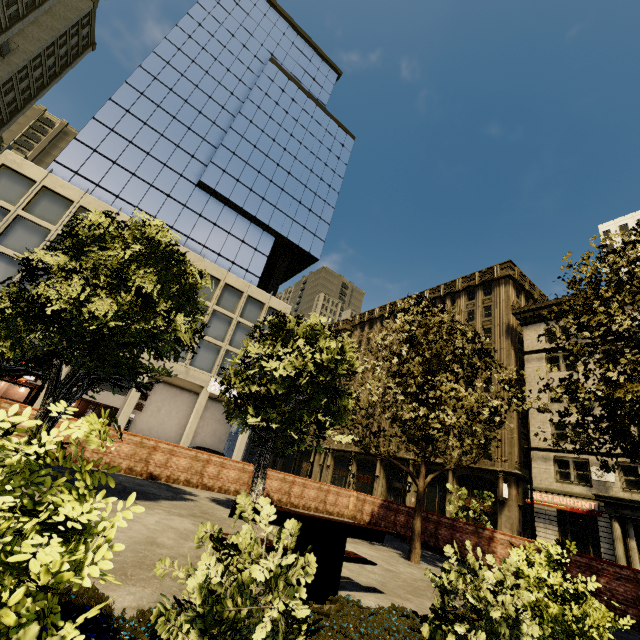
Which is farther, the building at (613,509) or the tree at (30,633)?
the building at (613,509)

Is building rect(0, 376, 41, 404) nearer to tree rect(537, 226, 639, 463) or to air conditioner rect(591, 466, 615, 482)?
air conditioner rect(591, 466, 615, 482)

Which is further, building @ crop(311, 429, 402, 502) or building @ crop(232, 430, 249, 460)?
building @ crop(311, 429, 402, 502)

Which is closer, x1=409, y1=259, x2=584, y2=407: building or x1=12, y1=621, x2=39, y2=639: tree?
x1=12, y1=621, x2=39, y2=639: tree

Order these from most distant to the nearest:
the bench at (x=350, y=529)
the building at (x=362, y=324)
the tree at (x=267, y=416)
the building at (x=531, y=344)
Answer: the building at (x=362, y=324), the building at (x=531, y=344), the tree at (x=267, y=416), the bench at (x=350, y=529)

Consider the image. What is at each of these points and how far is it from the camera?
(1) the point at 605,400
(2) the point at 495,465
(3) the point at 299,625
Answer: (1) tree, 6.95m
(2) building, 29.50m
(3) plant, 2.01m

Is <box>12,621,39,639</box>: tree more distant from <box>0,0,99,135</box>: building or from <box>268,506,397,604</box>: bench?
<box>268,506,397,604</box>: bench
